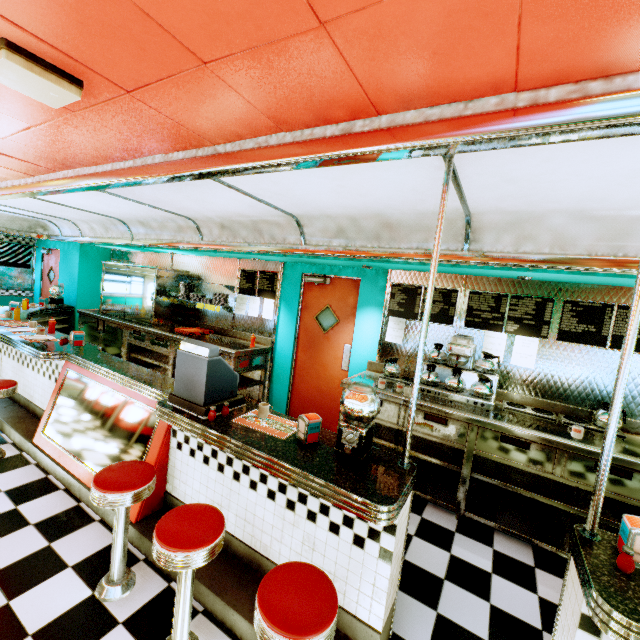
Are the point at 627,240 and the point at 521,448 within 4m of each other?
yes

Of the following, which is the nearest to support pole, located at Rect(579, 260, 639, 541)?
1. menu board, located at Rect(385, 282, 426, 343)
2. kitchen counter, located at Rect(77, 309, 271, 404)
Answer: menu board, located at Rect(385, 282, 426, 343)

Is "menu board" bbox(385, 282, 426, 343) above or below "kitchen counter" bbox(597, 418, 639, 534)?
above

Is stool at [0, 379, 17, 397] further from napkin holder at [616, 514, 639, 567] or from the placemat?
napkin holder at [616, 514, 639, 567]

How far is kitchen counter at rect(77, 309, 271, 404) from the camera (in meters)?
5.26

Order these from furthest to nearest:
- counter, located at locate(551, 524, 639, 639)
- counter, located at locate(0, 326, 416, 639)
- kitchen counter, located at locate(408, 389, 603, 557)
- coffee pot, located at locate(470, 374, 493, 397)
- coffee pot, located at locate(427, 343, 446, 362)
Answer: coffee pot, located at locate(427, 343, 446, 362), coffee pot, located at locate(470, 374, 493, 397), kitchen counter, located at locate(408, 389, 603, 557), counter, located at locate(0, 326, 416, 639), counter, located at locate(551, 524, 639, 639)

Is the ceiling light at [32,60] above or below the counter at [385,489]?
above

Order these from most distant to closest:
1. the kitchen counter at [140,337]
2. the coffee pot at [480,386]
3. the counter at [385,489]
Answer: the kitchen counter at [140,337] → the coffee pot at [480,386] → the counter at [385,489]
